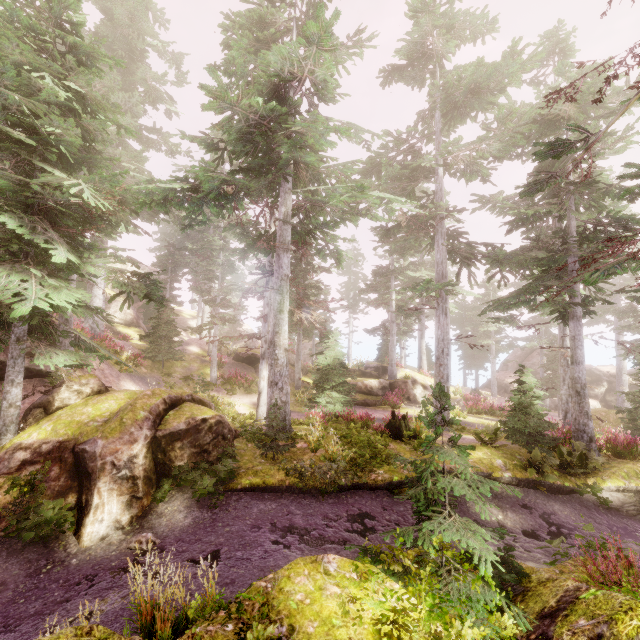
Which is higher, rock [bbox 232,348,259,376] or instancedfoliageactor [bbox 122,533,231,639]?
rock [bbox 232,348,259,376]

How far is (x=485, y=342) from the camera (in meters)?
35.50

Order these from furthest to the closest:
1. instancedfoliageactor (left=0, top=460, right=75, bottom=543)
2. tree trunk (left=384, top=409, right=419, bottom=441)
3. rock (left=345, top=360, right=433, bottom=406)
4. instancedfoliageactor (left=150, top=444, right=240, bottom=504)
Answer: rock (left=345, top=360, right=433, bottom=406)
tree trunk (left=384, top=409, right=419, bottom=441)
instancedfoliageactor (left=150, top=444, right=240, bottom=504)
instancedfoliageactor (left=0, top=460, right=75, bottom=543)

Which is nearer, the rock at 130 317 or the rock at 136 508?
the rock at 136 508

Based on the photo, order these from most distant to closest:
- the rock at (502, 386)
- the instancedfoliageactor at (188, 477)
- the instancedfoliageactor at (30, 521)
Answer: the rock at (502, 386) < the instancedfoliageactor at (188, 477) < the instancedfoliageactor at (30, 521)

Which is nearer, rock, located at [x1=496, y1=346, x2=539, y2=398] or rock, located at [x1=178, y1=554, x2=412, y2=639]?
rock, located at [x1=178, y1=554, x2=412, y2=639]

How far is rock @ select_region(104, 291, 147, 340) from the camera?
31.2 meters

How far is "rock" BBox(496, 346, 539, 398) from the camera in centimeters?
3800cm
